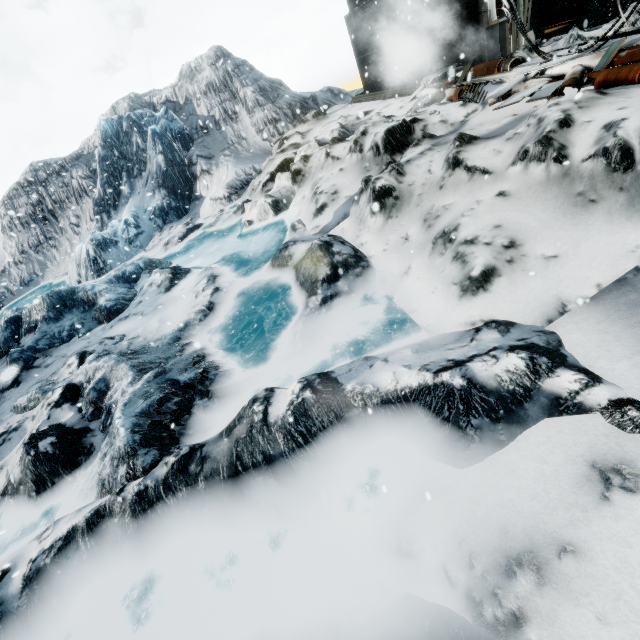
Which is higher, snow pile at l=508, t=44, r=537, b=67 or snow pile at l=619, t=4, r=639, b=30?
snow pile at l=508, t=44, r=537, b=67

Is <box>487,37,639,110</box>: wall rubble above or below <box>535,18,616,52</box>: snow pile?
below

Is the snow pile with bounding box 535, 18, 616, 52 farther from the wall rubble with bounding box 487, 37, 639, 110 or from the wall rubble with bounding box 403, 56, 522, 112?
the wall rubble with bounding box 487, 37, 639, 110

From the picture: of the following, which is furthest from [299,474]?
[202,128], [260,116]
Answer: [202,128]

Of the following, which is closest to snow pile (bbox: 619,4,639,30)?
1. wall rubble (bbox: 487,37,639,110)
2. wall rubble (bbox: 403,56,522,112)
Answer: wall rubble (bbox: 403,56,522,112)

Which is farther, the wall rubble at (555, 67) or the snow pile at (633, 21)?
the snow pile at (633, 21)

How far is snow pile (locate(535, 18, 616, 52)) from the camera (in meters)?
6.02

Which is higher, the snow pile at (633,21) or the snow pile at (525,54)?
the snow pile at (525,54)
